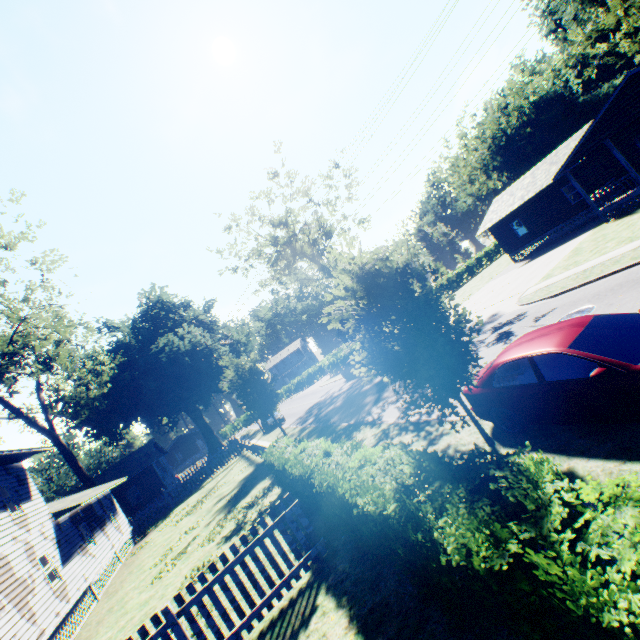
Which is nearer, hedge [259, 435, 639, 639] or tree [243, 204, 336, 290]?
hedge [259, 435, 639, 639]

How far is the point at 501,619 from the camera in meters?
3.0

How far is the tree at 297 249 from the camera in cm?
3325

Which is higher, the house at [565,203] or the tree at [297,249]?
the tree at [297,249]

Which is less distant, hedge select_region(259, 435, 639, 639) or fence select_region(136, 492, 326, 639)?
hedge select_region(259, 435, 639, 639)

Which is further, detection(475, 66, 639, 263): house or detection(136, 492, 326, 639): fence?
detection(475, 66, 639, 263): house

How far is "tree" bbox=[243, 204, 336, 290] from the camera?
33.25m

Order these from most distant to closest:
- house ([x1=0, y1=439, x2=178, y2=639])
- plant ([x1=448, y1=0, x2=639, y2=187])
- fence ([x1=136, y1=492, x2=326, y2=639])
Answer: plant ([x1=448, y1=0, x2=639, y2=187]) < house ([x1=0, y1=439, x2=178, y2=639]) < fence ([x1=136, y1=492, x2=326, y2=639])
